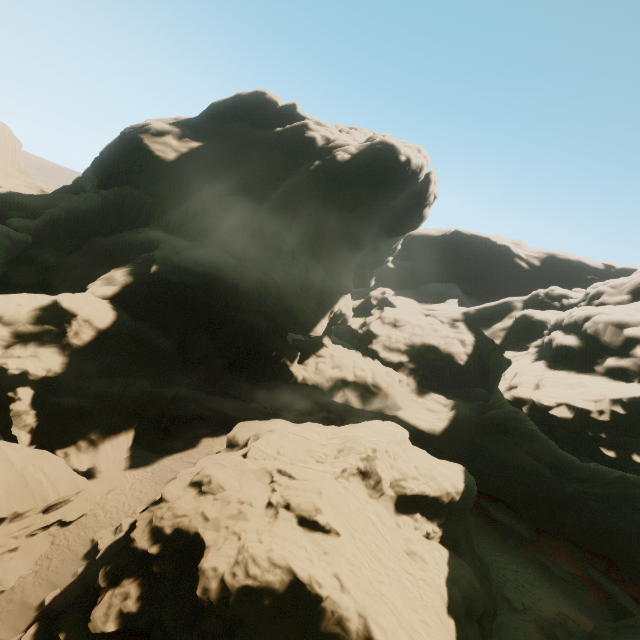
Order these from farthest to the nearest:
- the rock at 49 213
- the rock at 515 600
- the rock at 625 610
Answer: the rock at 515 600, the rock at 625 610, the rock at 49 213

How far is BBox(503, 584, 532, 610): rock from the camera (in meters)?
22.05

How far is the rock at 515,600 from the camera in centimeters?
2205cm

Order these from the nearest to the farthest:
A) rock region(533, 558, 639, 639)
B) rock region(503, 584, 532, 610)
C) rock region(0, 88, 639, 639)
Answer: rock region(0, 88, 639, 639), rock region(533, 558, 639, 639), rock region(503, 584, 532, 610)

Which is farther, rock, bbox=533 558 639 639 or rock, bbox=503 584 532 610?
rock, bbox=503 584 532 610

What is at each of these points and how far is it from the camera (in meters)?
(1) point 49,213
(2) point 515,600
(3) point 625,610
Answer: (1) rock, 36.75
(2) rock, 22.31
(3) rock, 24.75
